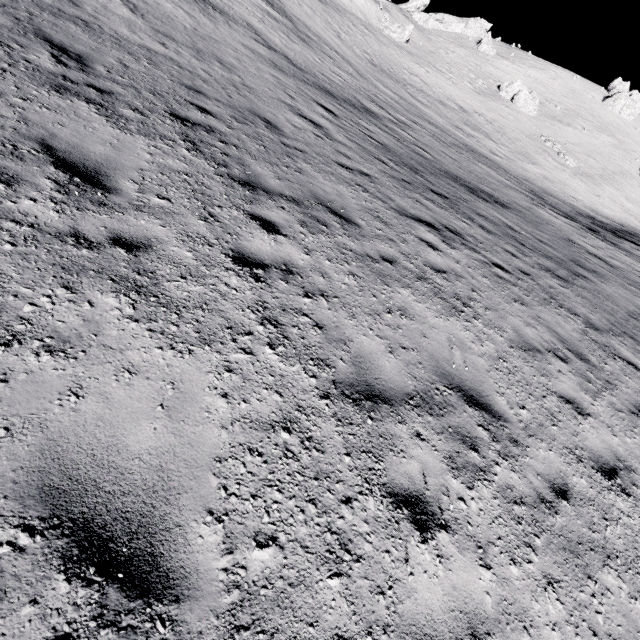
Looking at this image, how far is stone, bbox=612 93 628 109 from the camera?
59.1m

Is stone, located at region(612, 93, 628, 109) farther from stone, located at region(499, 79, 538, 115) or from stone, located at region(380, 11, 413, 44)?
stone, located at region(380, 11, 413, 44)

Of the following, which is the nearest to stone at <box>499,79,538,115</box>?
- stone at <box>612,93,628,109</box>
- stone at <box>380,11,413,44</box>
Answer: stone at <box>380,11,413,44</box>

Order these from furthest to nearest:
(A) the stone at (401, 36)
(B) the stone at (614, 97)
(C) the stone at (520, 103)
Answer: (B) the stone at (614, 97) < (C) the stone at (520, 103) < (A) the stone at (401, 36)

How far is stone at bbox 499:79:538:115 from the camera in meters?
48.8

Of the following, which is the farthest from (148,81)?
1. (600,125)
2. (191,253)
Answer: (600,125)

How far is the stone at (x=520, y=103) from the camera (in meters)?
48.81

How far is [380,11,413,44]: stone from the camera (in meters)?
47.22
